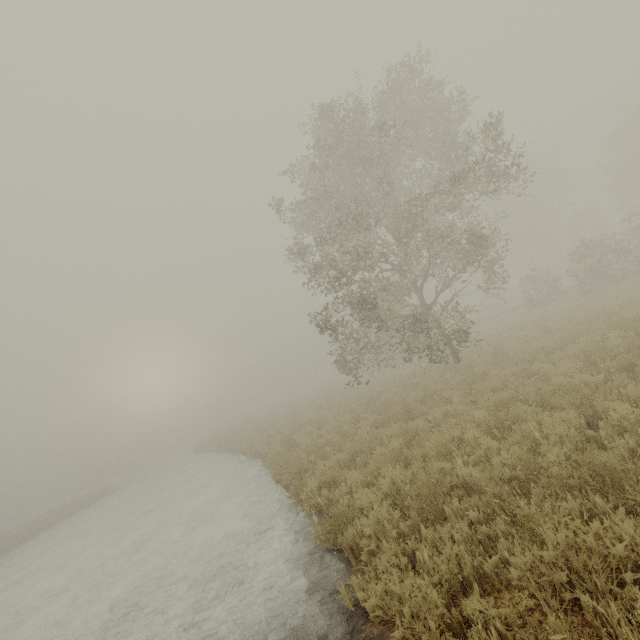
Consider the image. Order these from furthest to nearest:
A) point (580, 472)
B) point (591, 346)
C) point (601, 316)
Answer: point (601, 316), point (591, 346), point (580, 472)
